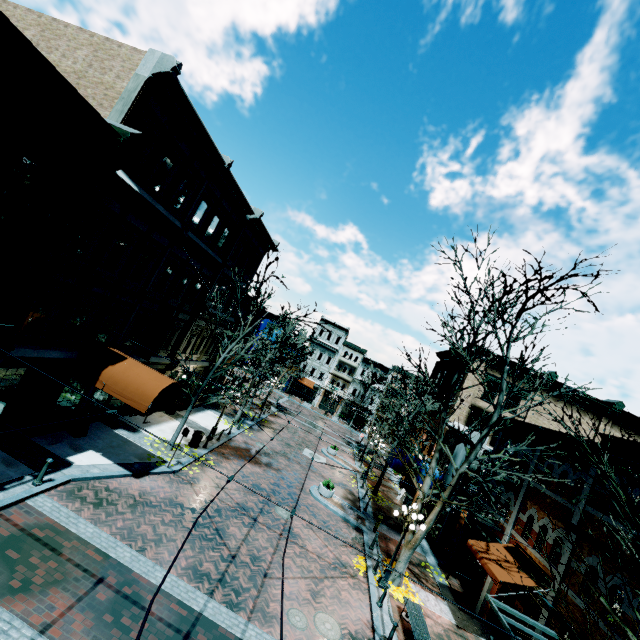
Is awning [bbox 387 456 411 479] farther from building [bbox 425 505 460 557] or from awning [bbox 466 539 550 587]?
awning [bbox 466 539 550 587]

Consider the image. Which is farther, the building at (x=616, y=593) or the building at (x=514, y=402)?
the building at (x=514, y=402)

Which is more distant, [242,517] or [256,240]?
[256,240]

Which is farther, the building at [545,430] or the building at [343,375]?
the building at [343,375]

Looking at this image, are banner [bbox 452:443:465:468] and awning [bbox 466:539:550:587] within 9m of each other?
yes

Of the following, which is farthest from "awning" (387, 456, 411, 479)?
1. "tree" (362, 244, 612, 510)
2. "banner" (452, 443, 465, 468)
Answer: "tree" (362, 244, 612, 510)

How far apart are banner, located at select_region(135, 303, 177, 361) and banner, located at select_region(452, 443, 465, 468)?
18.4 meters

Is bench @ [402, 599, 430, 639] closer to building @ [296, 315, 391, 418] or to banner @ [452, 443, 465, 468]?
banner @ [452, 443, 465, 468]
